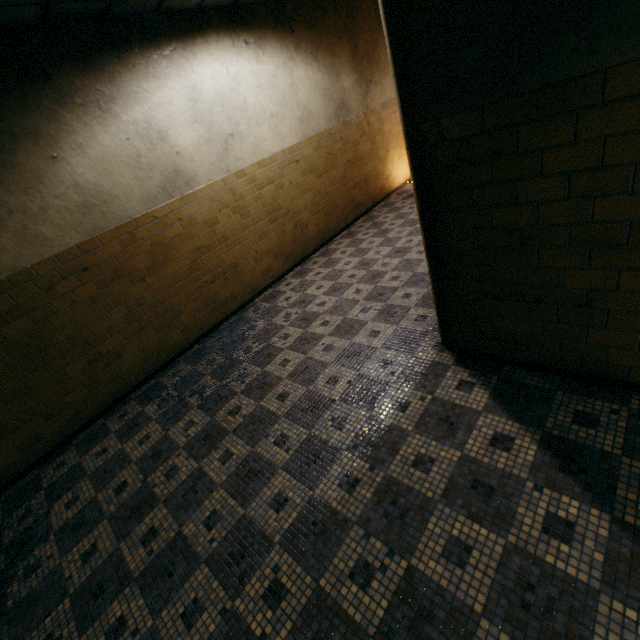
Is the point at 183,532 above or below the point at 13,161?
below
